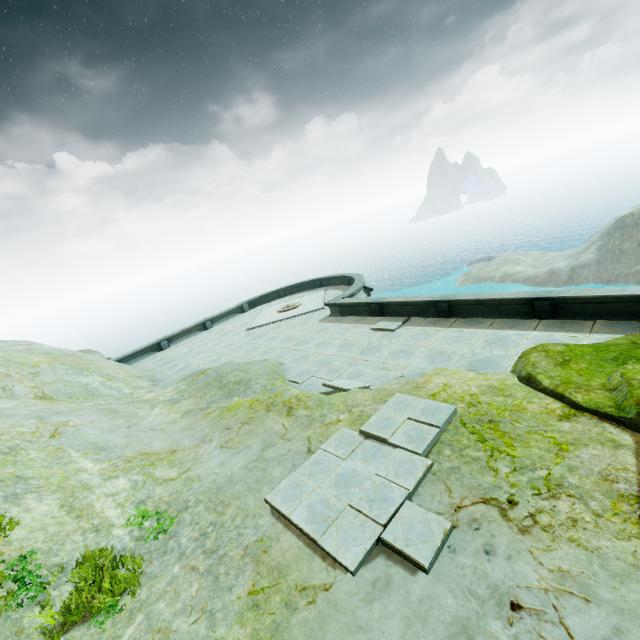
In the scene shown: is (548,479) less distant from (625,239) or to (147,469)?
(147,469)
